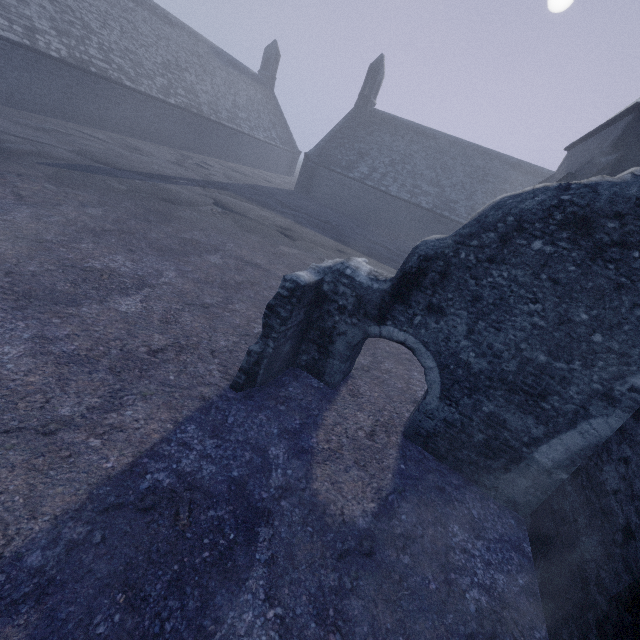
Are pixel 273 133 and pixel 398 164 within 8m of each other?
no

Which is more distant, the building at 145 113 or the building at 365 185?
the building at 145 113

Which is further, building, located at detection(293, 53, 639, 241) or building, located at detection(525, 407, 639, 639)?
building, located at detection(293, 53, 639, 241)

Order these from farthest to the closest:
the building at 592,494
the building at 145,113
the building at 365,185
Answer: the building at 145,113, the building at 365,185, the building at 592,494

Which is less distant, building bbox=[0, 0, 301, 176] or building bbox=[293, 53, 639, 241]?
building bbox=[293, 53, 639, 241]

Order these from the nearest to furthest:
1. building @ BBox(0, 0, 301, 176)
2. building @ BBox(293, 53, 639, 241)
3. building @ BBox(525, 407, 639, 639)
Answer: building @ BBox(525, 407, 639, 639) < building @ BBox(293, 53, 639, 241) < building @ BBox(0, 0, 301, 176)
